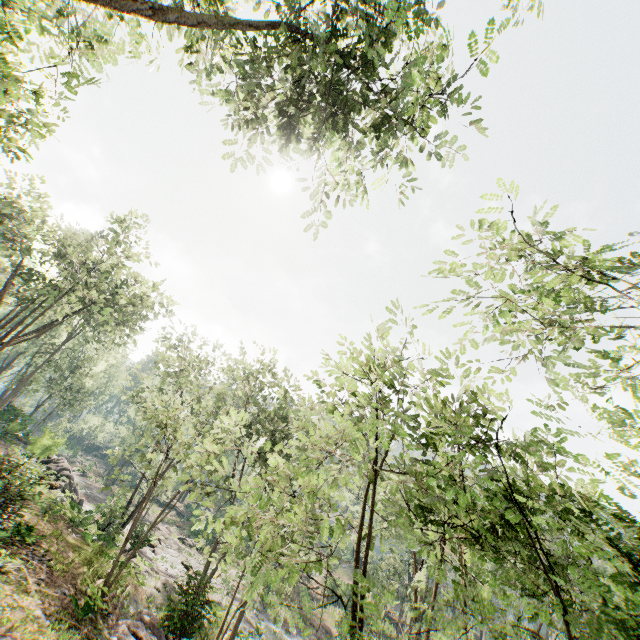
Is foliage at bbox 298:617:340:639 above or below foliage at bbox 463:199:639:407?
below

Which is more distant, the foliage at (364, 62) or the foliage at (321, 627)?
the foliage at (364, 62)

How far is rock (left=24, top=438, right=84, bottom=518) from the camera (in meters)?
24.21

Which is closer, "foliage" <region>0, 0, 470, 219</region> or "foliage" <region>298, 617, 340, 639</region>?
"foliage" <region>298, 617, 340, 639</region>

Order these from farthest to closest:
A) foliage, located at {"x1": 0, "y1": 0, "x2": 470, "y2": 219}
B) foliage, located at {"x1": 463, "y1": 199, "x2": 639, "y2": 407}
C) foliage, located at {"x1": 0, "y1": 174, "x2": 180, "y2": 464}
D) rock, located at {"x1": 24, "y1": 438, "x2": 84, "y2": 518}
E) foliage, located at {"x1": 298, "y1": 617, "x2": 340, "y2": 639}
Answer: rock, located at {"x1": 24, "y1": 438, "x2": 84, "y2": 518} → foliage, located at {"x1": 0, "y1": 174, "x2": 180, "y2": 464} → foliage, located at {"x1": 463, "y1": 199, "x2": 639, "y2": 407} → foliage, located at {"x1": 0, "y1": 0, "x2": 470, "y2": 219} → foliage, located at {"x1": 298, "y1": 617, "x2": 340, "y2": 639}

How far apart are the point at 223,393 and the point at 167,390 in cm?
3385

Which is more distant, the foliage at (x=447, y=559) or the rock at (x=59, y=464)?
the rock at (x=59, y=464)
